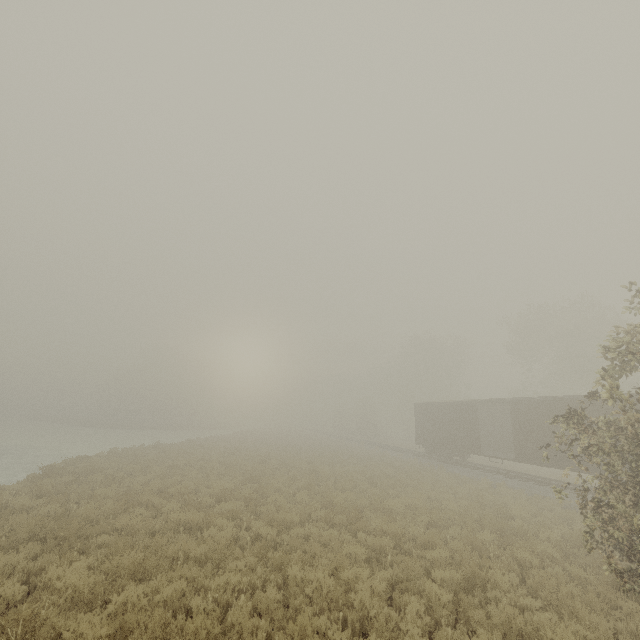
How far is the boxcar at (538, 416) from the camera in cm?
1742

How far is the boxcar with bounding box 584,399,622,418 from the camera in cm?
1495

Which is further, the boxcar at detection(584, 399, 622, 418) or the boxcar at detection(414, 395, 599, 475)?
the boxcar at detection(414, 395, 599, 475)

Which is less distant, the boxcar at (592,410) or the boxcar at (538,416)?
the boxcar at (592,410)

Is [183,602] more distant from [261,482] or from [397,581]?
[261,482]
